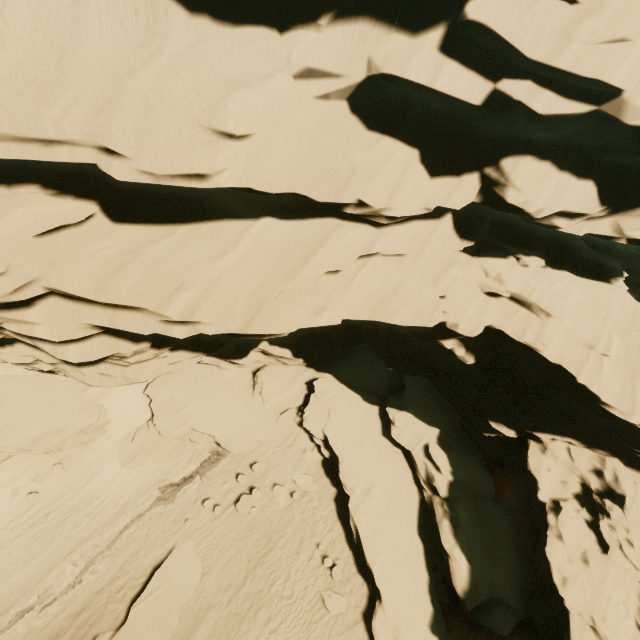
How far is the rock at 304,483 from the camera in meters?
16.1

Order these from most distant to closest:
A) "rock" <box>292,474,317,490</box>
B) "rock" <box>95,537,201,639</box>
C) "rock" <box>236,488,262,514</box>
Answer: "rock" <box>292,474,317,490</box> < "rock" <box>236,488,262,514</box> < "rock" <box>95,537,201,639</box>

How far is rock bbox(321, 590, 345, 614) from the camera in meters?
12.5 m

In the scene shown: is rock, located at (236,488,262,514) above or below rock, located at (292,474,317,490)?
below

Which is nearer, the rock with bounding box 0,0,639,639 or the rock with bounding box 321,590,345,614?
the rock with bounding box 0,0,639,639

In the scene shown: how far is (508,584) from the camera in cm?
1214
